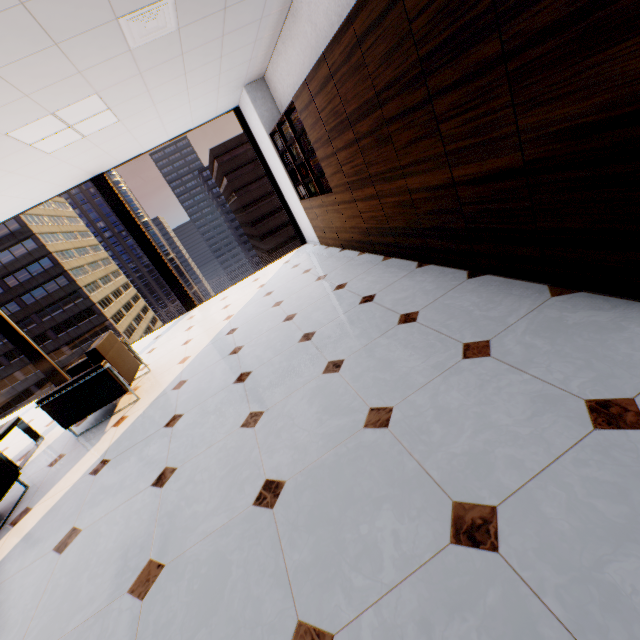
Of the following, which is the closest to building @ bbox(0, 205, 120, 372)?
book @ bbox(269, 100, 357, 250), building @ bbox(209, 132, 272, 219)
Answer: building @ bbox(209, 132, 272, 219)

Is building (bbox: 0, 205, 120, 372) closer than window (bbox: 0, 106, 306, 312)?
No

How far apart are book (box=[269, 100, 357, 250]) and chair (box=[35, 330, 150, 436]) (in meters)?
3.54

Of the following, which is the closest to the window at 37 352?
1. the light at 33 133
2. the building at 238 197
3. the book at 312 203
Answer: the book at 312 203

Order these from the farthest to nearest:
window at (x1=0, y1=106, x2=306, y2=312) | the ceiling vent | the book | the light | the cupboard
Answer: window at (x1=0, y1=106, x2=306, y2=312) < the book < the light < the ceiling vent < the cupboard

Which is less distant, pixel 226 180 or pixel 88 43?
pixel 88 43

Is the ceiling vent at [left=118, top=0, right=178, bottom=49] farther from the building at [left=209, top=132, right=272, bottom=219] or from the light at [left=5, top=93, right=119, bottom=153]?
the building at [left=209, top=132, right=272, bottom=219]

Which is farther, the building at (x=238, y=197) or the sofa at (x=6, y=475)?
the building at (x=238, y=197)
